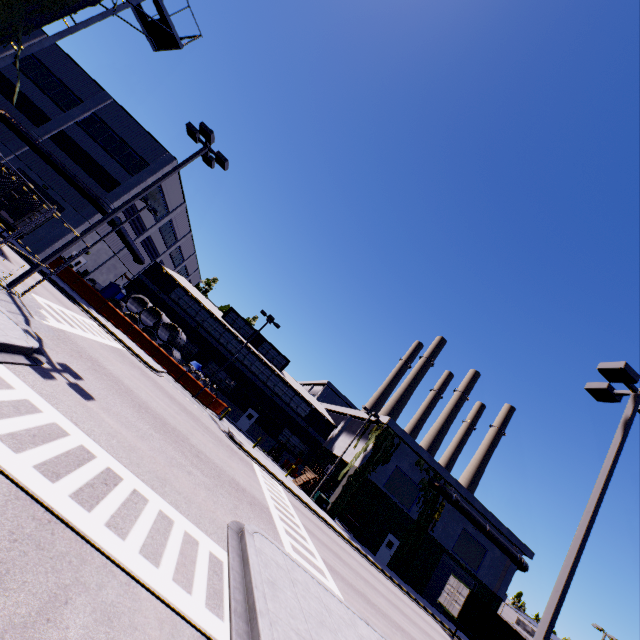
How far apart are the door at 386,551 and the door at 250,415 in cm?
1898

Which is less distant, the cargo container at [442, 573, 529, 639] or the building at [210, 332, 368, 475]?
the cargo container at [442, 573, 529, 639]

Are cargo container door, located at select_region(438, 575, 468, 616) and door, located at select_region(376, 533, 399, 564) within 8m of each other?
yes

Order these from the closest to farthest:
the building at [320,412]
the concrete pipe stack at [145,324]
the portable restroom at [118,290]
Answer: the concrete pipe stack at [145,324]
the portable restroom at [118,290]
the building at [320,412]

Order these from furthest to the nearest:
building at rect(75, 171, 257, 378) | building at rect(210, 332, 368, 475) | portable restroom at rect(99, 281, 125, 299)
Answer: building at rect(210, 332, 368, 475) → building at rect(75, 171, 257, 378) → portable restroom at rect(99, 281, 125, 299)

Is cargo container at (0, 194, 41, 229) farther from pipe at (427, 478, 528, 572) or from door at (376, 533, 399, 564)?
pipe at (427, 478, 528, 572)

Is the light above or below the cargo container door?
above

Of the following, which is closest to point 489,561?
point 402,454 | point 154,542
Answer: point 402,454
